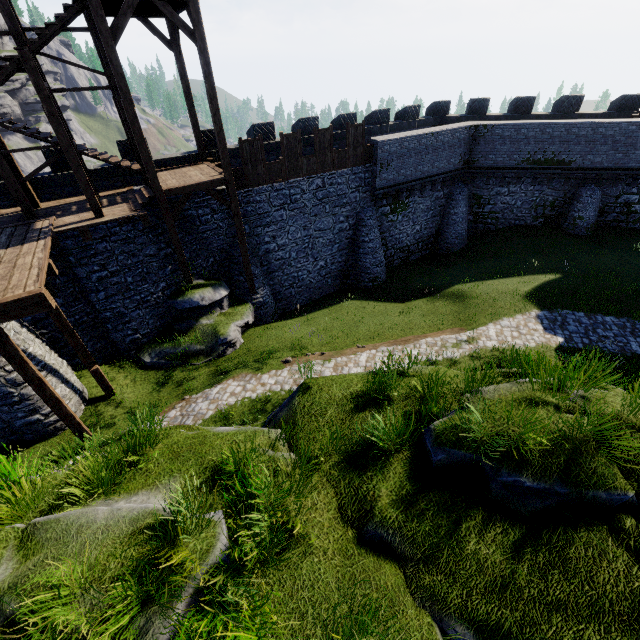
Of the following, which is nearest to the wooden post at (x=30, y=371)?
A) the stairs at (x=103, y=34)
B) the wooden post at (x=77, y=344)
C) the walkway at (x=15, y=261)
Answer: the walkway at (x=15, y=261)

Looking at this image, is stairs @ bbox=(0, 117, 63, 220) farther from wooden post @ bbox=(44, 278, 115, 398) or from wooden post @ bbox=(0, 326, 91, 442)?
wooden post @ bbox=(0, 326, 91, 442)

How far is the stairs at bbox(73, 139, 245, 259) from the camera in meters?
13.1 m

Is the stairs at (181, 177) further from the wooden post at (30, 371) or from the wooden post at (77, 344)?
the wooden post at (30, 371)

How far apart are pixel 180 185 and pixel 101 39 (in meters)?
4.67

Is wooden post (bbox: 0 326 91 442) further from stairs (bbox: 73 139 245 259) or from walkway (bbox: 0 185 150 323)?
stairs (bbox: 73 139 245 259)

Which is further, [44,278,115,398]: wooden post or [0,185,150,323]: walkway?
[44,278,115,398]: wooden post

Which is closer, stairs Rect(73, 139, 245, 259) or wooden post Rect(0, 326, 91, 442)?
wooden post Rect(0, 326, 91, 442)
